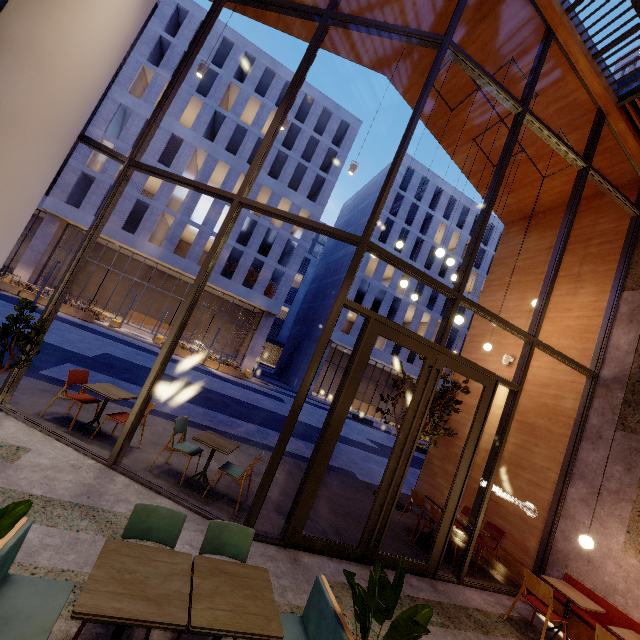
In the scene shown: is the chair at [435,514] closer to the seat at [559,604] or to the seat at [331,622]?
the seat at [559,604]

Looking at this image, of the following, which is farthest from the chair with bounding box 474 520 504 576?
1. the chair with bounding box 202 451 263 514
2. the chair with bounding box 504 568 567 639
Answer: the chair with bounding box 202 451 263 514

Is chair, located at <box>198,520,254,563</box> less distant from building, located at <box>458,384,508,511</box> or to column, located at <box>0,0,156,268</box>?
building, located at <box>458,384,508,511</box>

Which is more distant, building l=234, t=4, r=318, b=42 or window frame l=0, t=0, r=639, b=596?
building l=234, t=4, r=318, b=42

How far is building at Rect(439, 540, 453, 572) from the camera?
5.9m

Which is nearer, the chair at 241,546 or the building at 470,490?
the chair at 241,546

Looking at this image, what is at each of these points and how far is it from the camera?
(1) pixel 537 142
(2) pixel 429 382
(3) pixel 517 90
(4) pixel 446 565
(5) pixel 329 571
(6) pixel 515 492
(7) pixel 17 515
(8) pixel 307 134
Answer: (1) building, 8.5 meters
(2) door, 5.3 meters
(3) building, 7.9 meters
(4) building, 6.1 meters
(5) building, 4.4 meters
(6) building, 7.3 meters
(7) tree, 1.8 meters
(8) building, 29.9 meters
